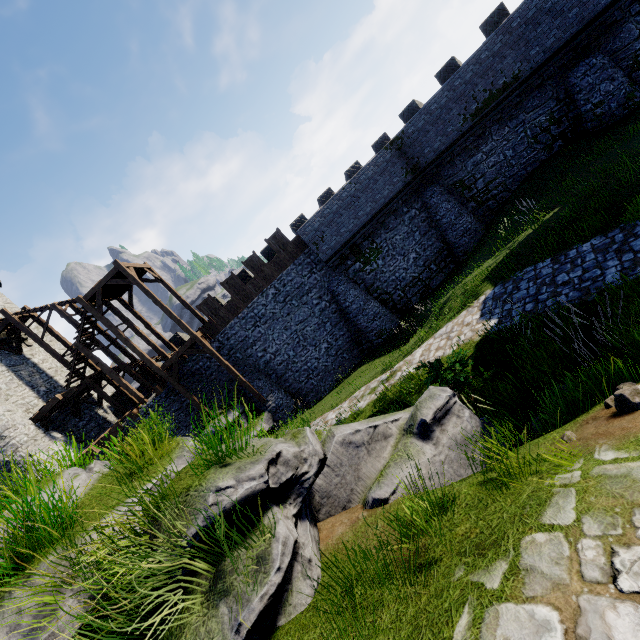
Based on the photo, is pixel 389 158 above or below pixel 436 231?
above

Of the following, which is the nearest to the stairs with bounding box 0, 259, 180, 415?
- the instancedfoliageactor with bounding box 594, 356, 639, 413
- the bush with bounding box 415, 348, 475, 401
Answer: the bush with bounding box 415, 348, 475, 401

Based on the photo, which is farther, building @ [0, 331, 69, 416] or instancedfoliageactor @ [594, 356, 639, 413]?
building @ [0, 331, 69, 416]

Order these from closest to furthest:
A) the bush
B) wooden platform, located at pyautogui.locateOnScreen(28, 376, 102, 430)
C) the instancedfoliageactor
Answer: the instancedfoliageactor < the bush < wooden platform, located at pyautogui.locateOnScreen(28, 376, 102, 430)

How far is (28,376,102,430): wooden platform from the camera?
18.0 meters

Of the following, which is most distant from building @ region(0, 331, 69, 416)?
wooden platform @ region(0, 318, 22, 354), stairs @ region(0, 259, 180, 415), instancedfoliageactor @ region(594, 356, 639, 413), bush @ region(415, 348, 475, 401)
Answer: instancedfoliageactor @ region(594, 356, 639, 413)

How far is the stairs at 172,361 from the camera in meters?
19.3

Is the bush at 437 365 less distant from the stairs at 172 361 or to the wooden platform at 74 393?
the stairs at 172 361
